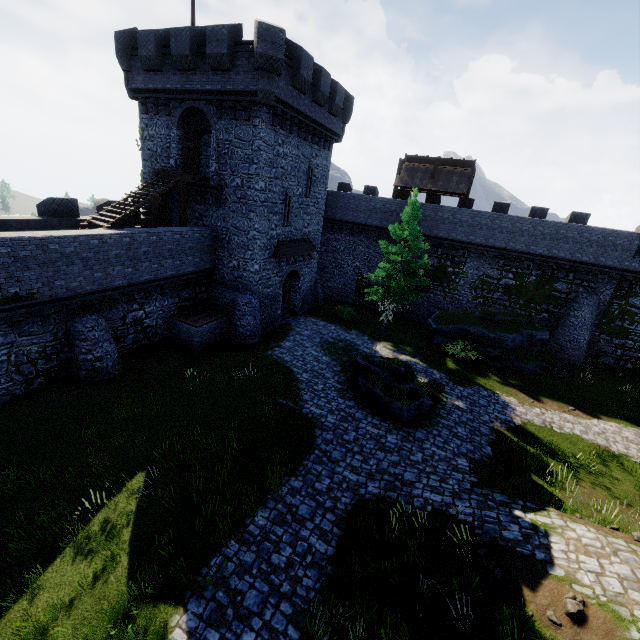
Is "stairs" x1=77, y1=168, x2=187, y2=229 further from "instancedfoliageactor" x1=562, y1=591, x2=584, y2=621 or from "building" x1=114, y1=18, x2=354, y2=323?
"instancedfoliageactor" x1=562, y1=591, x2=584, y2=621

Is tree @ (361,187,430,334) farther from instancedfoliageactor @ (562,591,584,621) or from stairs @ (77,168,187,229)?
instancedfoliageactor @ (562,591,584,621)

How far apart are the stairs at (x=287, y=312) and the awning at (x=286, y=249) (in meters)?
4.40

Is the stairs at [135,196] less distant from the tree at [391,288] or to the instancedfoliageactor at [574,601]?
the tree at [391,288]

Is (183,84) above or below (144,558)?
above

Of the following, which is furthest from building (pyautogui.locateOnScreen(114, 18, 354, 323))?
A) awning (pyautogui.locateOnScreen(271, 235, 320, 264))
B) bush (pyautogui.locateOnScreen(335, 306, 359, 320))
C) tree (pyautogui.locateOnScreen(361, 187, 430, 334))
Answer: tree (pyautogui.locateOnScreen(361, 187, 430, 334))

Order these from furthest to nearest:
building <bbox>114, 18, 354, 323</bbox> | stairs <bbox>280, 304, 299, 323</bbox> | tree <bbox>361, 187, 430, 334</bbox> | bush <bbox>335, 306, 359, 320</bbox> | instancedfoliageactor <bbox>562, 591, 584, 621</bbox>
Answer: bush <bbox>335, 306, 359, 320</bbox>
stairs <bbox>280, 304, 299, 323</bbox>
tree <bbox>361, 187, 430, 334</bbox>
building <bbox>114, 18, 354, 323</bbox>
instancedfoliageactor <bbox>562, 591, 584, 621</bbox>

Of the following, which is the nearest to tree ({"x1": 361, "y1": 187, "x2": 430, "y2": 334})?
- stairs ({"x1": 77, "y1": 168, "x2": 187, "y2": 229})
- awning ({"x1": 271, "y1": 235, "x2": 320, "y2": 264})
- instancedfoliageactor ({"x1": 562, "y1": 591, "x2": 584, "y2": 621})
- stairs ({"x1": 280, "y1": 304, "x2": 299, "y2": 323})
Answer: awning ({"x1": 271, "y1": 235, "x2": 320, "y2": 264})
